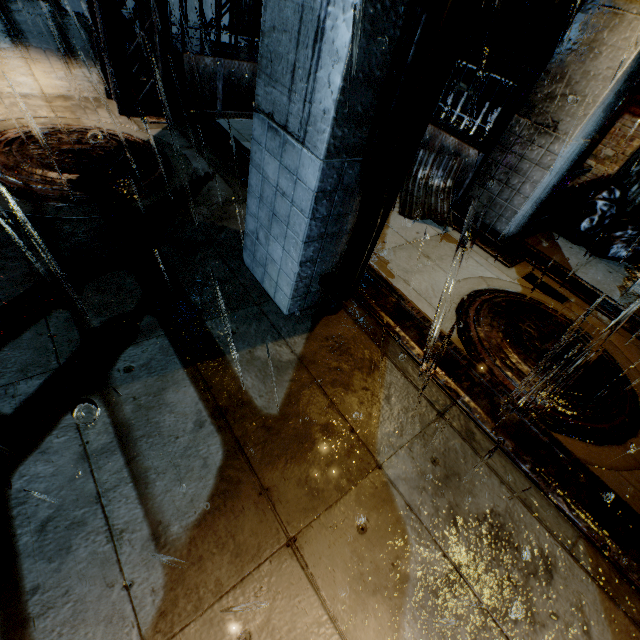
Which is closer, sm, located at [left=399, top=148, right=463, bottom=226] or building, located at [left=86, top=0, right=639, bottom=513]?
building, located at [left=86, top=0, right=639, bottom=513]

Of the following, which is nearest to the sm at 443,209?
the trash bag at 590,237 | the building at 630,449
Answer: the building at 630,449

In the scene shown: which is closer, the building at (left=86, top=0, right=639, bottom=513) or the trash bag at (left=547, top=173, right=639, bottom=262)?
the building at (left=86, top=0, right=639, bottom=513)

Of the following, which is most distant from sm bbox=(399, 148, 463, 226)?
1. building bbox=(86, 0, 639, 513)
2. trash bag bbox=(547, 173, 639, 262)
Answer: trash bag bbox=(547, 173, 639, 262)

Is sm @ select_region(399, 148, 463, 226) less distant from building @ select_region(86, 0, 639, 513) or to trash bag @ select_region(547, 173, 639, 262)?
building @ select_region(86, 0, 639, 513)

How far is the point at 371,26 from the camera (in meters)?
1.85
